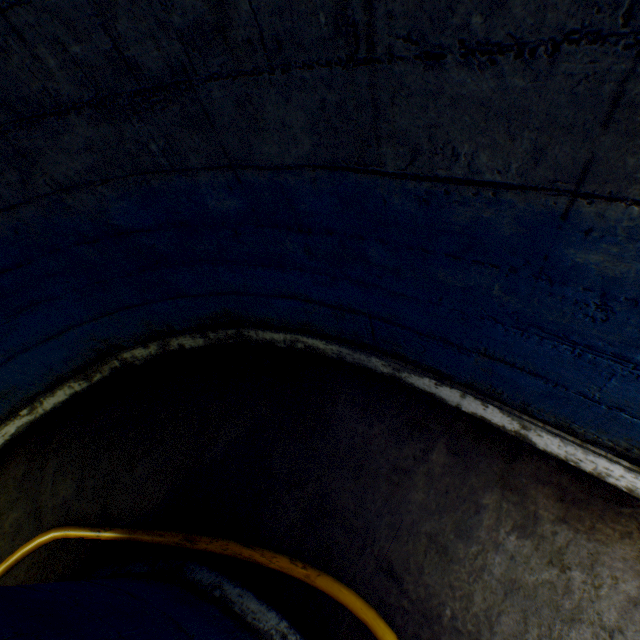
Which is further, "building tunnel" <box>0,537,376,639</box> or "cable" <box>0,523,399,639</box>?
"cable" <box>0,523,399,639</box>

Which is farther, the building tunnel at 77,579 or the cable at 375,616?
the cable at 375,616

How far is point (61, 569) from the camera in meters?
2.2
